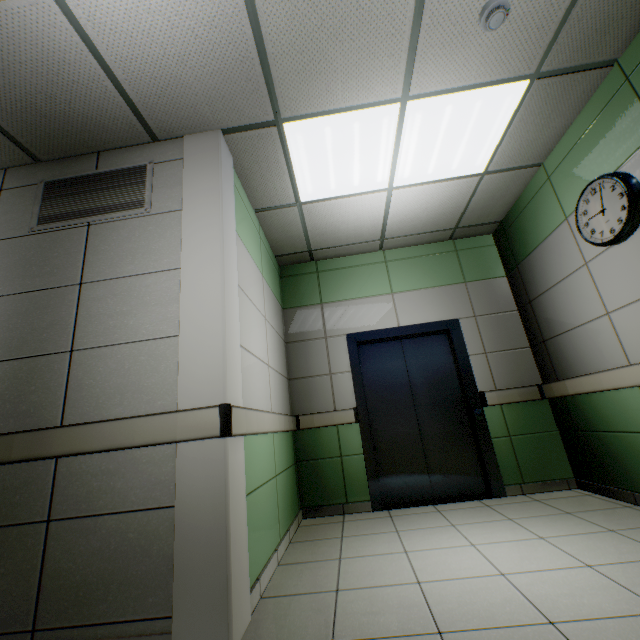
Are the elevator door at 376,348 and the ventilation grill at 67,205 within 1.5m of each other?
no

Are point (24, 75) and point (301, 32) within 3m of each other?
yes

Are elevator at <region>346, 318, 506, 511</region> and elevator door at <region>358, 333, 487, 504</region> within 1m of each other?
yes

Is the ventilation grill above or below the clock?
above

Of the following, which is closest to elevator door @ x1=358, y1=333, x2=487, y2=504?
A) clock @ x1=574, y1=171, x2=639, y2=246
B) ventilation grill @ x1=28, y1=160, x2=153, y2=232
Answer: clock @ x1=574, y1=171, x2=639, y2=246

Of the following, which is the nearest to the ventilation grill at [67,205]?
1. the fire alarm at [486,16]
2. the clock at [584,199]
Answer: the fire alarm at [486,16]

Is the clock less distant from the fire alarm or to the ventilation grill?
the fire alarm

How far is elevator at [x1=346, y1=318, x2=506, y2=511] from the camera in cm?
363
